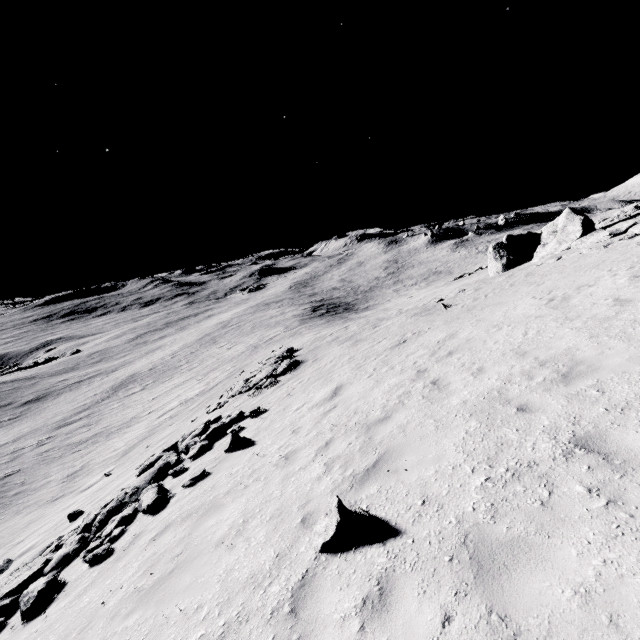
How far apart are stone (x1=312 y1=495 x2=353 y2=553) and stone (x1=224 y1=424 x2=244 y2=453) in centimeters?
604cm

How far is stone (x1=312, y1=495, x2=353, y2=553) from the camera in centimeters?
447cm

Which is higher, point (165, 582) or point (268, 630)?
point (268, 630)

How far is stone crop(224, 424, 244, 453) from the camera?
10.38m

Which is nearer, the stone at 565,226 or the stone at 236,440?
the stone at 236,440

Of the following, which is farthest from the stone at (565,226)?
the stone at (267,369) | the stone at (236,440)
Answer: the stone at (236,440)

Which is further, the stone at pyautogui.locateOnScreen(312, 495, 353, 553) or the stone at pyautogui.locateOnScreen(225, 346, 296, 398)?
the stone at pyautogui.locateOnScreen(225, 346, 296, 398)

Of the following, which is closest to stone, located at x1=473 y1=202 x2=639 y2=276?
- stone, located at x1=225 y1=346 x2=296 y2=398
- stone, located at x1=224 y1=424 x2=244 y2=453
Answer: stone, located at x1=225 y1=346 x2=296 y2=398
